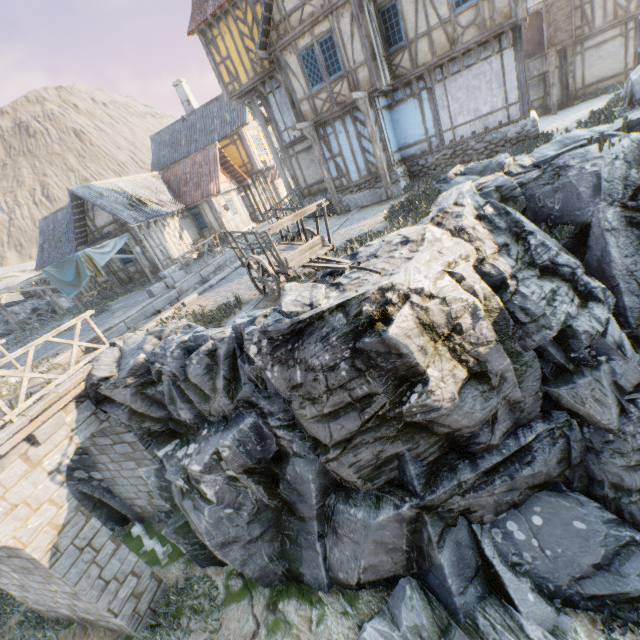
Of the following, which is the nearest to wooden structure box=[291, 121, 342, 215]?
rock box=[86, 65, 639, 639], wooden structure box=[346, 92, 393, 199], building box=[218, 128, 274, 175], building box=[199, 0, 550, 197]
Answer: building box=[199, 0, 550, 197]

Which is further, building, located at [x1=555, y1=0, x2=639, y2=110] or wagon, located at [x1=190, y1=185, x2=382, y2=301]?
building, located at [x1=555, y1=0, x2=639, y2=110]

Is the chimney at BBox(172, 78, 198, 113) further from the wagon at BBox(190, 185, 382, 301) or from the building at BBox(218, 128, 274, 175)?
the wagon at BBox(190, 185, 382, 301)

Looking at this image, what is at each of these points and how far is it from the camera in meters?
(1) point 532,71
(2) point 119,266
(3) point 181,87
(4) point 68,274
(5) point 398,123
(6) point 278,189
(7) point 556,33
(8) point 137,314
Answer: (1) wooden structure, 17.1 m
(2) building, 20.5 m
(3) chimney, 26.1 m
(4) fabric, 16.9 m
(5) building, 14.1 m
(6) building, 37.5 m
(7) door, 17.2 m
(8) stone blocks, 13.1 m

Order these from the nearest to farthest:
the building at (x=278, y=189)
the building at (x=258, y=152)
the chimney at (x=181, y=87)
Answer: the building at (x=258, y=152) < the chimney at (x=181, y=87) < the building at (x=278, y=189)

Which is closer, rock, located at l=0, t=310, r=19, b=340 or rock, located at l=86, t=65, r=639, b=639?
rock, located at l=86, t=65, r=639, b=639

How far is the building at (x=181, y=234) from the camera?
19.5m

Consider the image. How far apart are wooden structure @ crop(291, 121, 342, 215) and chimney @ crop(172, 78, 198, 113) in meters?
18.1
